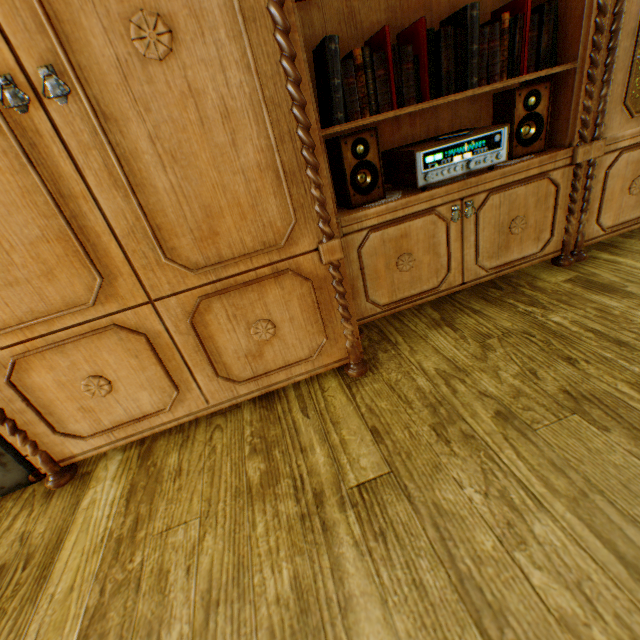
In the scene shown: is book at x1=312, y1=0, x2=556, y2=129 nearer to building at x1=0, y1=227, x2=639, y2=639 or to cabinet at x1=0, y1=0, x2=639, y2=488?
cabinet at x1=0, y1=0, x2=639, y2=488

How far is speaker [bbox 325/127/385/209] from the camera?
1.4m

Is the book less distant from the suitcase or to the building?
the building

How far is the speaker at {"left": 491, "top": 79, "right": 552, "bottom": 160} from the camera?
1.48m

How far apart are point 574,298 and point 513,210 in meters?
0.5

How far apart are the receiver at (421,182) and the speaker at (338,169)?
0.1m

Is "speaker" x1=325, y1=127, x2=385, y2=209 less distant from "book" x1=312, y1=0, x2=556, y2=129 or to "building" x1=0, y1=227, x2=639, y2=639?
"book" x1=312, y1=0, x2=556, y2=129

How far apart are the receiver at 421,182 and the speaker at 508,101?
0.1 meters
